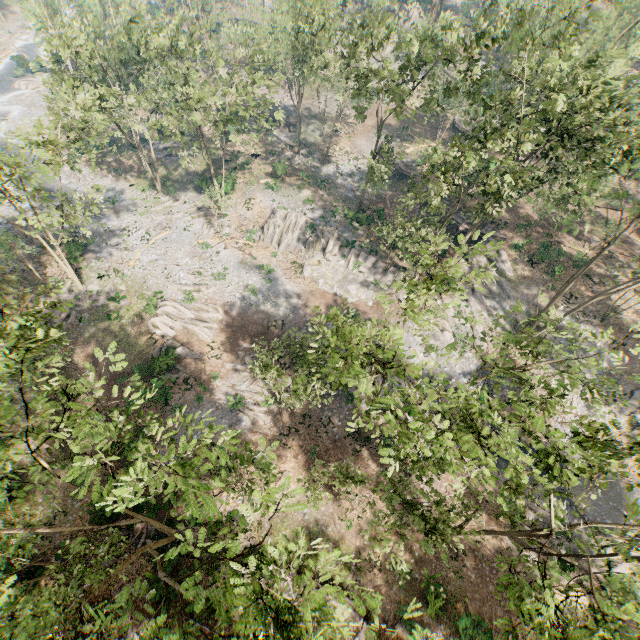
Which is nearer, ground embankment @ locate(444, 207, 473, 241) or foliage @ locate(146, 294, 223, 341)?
foliage @ locate(146, 294, 223, 341)

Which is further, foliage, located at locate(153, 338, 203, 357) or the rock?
the rock

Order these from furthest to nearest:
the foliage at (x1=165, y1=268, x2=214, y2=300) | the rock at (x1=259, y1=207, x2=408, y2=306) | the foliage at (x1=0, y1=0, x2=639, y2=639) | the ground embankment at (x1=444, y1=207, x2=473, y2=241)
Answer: the ground embankment at (x1=444, y1=207, x2=473, y2=241)
the rock at (x1=259, y1=207, x2=408, y2=306)
the foliage at (x1=165, y1=268, x2=214, y2=300)
the foliage at (x1=0, y1=0, x2=639, y2=639)

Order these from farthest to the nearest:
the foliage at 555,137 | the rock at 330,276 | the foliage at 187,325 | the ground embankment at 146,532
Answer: the rock at 330,276, the foliage at 187,325, the ground embankment at 146,532, the foliage at 555,137

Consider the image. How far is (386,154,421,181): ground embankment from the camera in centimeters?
4543cm

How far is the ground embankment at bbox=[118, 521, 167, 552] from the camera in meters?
20.7

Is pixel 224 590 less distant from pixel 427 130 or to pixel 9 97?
pixel 427 130

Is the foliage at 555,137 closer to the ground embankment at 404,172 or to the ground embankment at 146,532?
the ground embankment at 146,532
